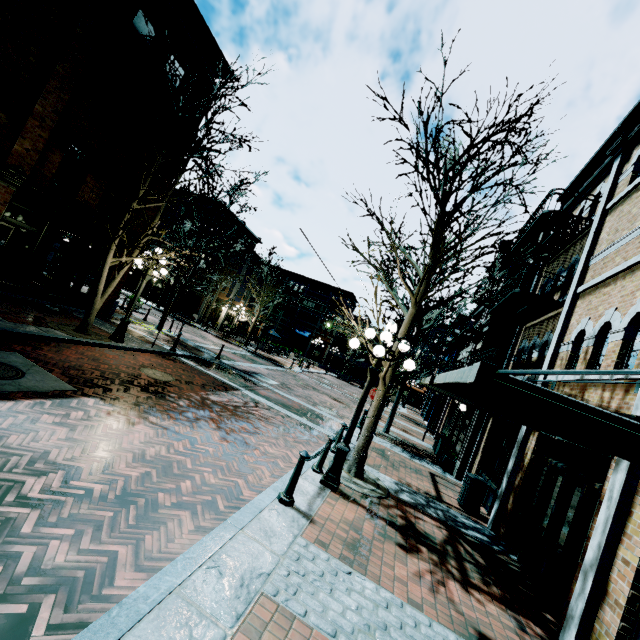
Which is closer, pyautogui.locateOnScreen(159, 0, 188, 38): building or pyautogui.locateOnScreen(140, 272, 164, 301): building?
pyautogui.locateOnScreen(159, 0, 188, 38): building

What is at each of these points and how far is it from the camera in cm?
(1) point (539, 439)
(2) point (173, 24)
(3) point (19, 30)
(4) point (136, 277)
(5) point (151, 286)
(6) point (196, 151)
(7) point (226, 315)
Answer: (1) building, 787
(2) building, 1370
(3) building, 971
(4) building, 3978
(5) building, 3850
(6) tree, 1117
(7) building, 3669

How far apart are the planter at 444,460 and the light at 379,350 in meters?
7.7 m

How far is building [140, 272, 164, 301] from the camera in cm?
3816

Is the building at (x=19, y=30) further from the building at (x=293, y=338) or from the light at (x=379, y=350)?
the light at (x=379, y=350)

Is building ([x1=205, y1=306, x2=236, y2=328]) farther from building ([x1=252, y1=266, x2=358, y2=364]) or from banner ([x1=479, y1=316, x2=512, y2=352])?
banner ([x1=479, y1=316, x2=512, y2=352])

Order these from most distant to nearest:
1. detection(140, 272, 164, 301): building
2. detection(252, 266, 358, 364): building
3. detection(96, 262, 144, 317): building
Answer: detection(252, 266, 358, 364): building
detection(140, 272, 164, 301): building
detection(96, 262, 144, 317): building
